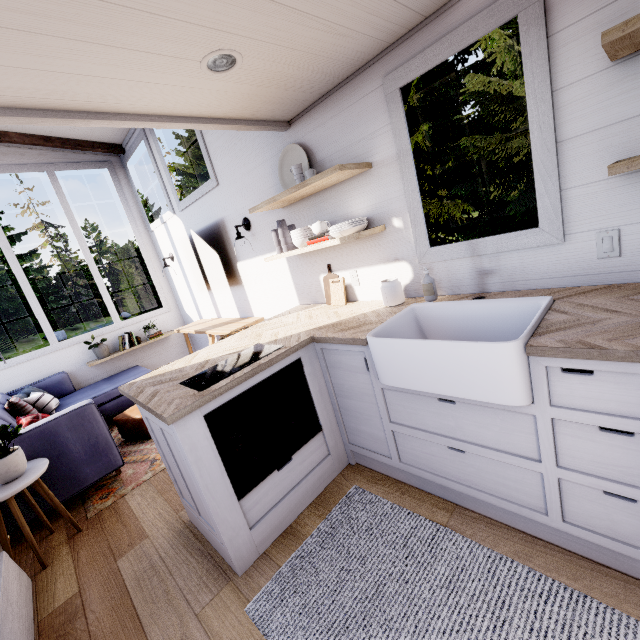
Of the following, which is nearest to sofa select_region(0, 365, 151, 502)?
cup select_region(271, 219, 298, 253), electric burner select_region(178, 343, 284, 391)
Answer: electric burner select_region(178, 343, 284, 391)

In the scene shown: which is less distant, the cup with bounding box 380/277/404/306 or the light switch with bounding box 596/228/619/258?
the light switch with bounding box 596/228/619/258

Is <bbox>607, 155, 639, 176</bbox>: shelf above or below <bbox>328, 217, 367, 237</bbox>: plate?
below

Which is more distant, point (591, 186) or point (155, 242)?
point (155, 242)

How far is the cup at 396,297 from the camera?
2.2m

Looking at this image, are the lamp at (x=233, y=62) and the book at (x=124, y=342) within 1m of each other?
no

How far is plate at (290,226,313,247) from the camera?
2.58m

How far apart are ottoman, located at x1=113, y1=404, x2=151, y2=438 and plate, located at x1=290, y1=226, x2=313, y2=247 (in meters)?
2.64
